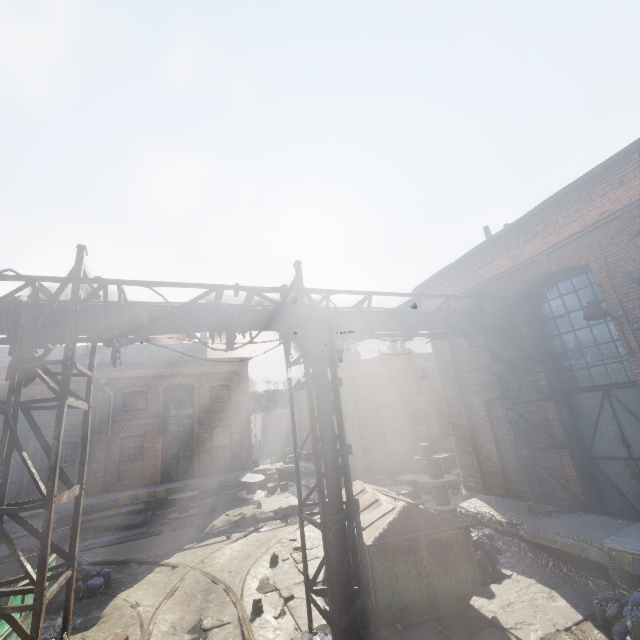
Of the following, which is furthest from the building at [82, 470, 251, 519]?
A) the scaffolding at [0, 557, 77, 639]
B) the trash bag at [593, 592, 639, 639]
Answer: the trash bag at [593, 592, 639, 639]

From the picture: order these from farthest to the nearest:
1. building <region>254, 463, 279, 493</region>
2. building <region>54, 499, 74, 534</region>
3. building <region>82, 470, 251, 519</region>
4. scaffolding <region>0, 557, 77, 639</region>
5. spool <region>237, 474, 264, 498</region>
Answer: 1. building <region>254, 463, 279, 493</region>
2. spool <region>237, 474, 264, 498</region>
3. building <region>82, 470, 251, 519</region>
4. building <region>54, 499, 74, 534</region>
5. scaffolding <region>0, 557, 77, 639</region>

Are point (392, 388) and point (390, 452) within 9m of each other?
yes

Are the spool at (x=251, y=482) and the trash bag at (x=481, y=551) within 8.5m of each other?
no

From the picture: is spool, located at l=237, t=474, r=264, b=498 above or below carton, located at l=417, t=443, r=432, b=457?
below

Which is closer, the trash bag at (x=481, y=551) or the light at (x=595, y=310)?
the light at (x=595, y=310)

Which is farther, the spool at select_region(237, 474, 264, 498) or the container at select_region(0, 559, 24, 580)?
the spool at select_region(237, 474, 264, 498)

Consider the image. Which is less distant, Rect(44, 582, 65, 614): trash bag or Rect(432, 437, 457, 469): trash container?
Rect(44, 582, 65, 614): trash bag
